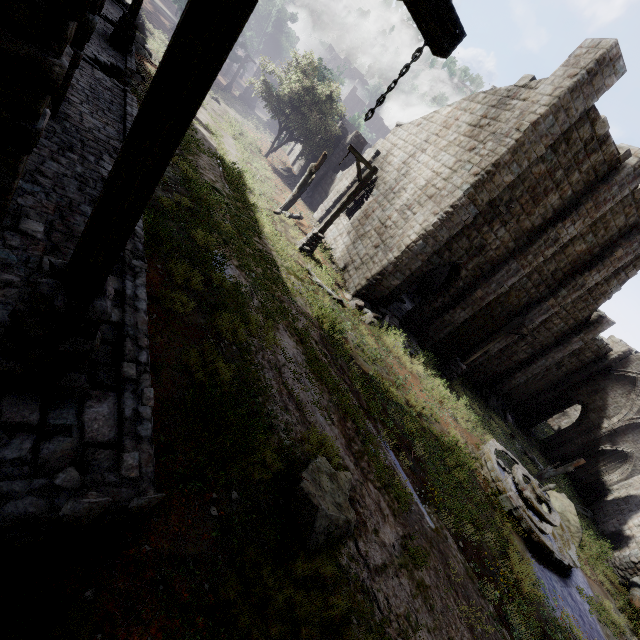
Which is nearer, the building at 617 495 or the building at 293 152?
the building at 617 495

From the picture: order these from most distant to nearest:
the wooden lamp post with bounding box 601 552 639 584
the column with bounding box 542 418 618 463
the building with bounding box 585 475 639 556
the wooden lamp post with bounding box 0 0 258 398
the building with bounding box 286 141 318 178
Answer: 1. the building with bounding box 286 141 318 178
2. the column with bounding box 542 418 618 463
3. the building with bounding box 585 475 639 556
4. the wooden lamp post with bounding box 601 552 639 584
5. the wooden lamp post with bounding box 0 0 258 398

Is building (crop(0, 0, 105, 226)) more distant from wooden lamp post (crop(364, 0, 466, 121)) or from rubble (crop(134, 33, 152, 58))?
→ rubble (crop(134, 33, 152, 58))

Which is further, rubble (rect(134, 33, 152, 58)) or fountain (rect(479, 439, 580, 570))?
rubble (rect(134, 33, 152, 58))

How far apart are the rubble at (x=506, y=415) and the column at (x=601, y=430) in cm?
541

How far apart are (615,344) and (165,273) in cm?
2888

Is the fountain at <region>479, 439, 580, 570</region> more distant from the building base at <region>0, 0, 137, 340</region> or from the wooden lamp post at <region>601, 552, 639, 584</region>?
the building base at <region>0, 0, 137, 340</region>

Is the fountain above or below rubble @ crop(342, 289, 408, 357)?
above
